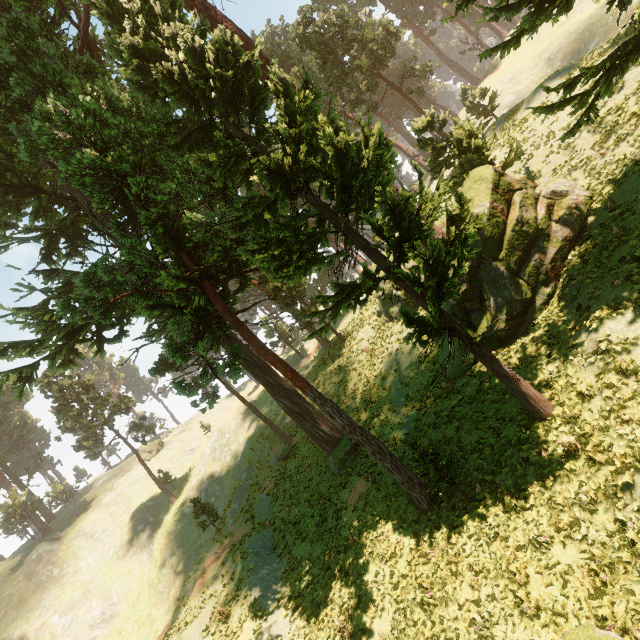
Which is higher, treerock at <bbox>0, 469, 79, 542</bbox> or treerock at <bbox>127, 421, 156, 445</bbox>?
treerock at <bbox>0, 469, 79, 542</bbox>

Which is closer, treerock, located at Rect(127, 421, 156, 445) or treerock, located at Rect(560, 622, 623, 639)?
treerock, located at Rect(560, 622, 623, 639)

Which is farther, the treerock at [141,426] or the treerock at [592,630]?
the treerock at [141,426]

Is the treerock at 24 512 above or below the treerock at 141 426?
above

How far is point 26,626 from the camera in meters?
36.8

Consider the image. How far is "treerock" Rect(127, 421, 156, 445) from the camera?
43.69m

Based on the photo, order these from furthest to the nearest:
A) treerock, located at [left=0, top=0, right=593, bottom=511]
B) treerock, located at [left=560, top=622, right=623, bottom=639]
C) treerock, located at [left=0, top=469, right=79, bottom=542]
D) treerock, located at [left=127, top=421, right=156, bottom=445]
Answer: treerock, located at [left=0, top=469, right=79, bottom=542] < treerock, located at [left=127, top=421, right=156, bottom=445] < treerock, located at [left=0, top=0, right=593, bottom=511] < treerock, located at [left=560, top=622, right=623, bottom=639]
